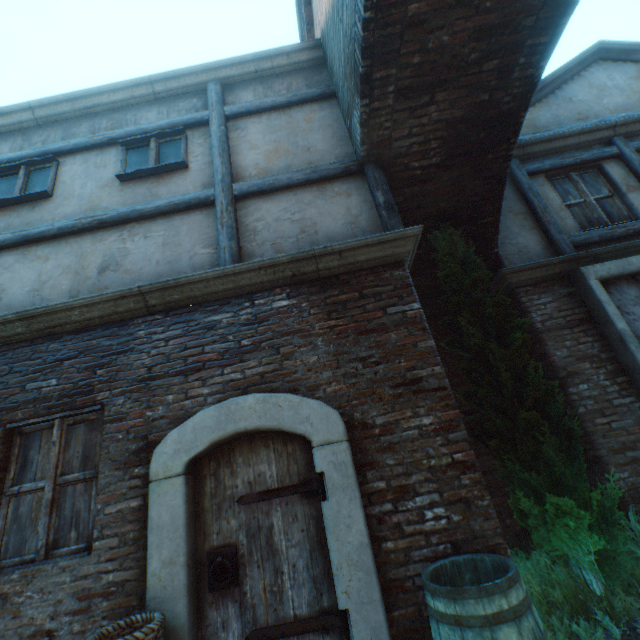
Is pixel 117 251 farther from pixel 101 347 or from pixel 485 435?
pixel 485 435

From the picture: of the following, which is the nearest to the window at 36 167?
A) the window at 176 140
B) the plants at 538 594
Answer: the window at 176 140

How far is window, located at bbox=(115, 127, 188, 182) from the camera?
4.5 meters

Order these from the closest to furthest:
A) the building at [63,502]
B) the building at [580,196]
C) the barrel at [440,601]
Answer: the barrel at [440,601] < the building at [63,502] < the building at [580,196]

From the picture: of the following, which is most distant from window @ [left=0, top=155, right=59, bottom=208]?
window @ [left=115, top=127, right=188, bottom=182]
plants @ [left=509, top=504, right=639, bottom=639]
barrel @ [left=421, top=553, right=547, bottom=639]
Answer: plants @ [left=509, top=504, right=639, bottom=639]

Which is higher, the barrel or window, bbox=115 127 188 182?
window, bbox=115 127 188 182

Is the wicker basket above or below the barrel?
above

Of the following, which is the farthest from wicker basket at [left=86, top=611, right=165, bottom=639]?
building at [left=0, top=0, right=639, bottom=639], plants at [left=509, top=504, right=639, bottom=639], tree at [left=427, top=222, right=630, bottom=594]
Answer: tree at [left=427, top=222, right=630, bottom=594]
